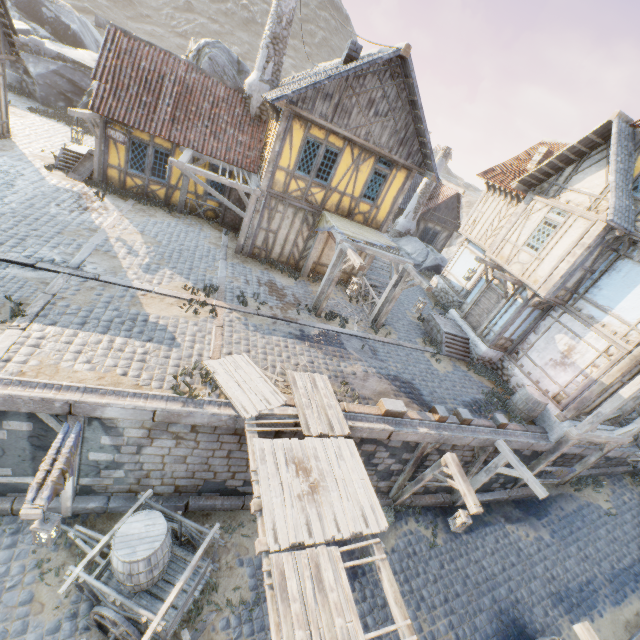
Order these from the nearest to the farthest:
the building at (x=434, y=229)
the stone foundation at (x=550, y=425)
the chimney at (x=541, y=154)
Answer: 1. the stone foundation at (x=550, y=425)
2. the chimney at (x=541, y=154)
3. the building at (x=434, y=229)

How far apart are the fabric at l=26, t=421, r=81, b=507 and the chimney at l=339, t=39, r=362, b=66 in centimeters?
1423cm

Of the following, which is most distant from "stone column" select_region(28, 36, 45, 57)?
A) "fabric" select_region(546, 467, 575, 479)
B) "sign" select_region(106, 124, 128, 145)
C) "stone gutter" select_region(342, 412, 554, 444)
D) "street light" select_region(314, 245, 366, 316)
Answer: "fabric" select_region(546, 467, 575, 479)

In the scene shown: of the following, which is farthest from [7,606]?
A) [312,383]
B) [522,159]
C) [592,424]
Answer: [522,159]

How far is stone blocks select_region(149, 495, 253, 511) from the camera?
8.0 meters

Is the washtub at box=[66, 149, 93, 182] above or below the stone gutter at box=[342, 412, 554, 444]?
above

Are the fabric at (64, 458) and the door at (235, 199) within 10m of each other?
no

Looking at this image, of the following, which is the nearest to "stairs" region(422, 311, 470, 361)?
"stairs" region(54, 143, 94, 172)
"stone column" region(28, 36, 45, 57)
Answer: "stairs" region(54, 143, 94, 172)
